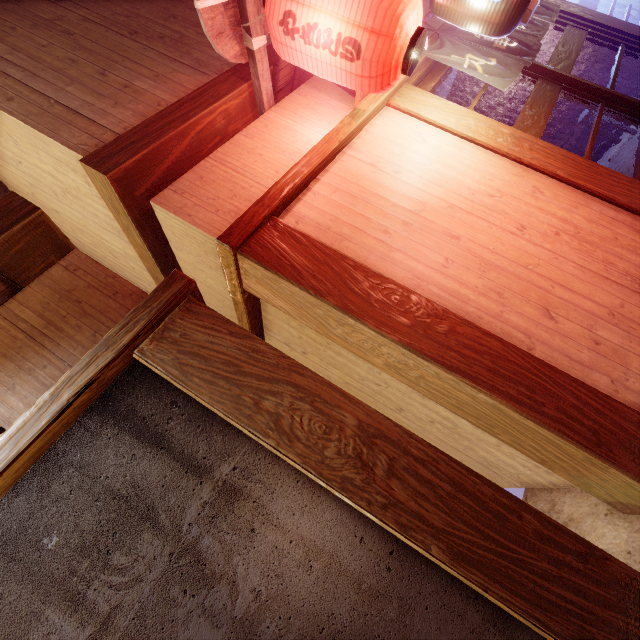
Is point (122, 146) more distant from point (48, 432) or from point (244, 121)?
point (48, 432)

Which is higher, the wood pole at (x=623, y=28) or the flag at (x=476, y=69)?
the flag at (x=476, y=69)

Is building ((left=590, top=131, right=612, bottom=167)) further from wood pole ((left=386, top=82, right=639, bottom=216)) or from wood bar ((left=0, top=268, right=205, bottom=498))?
wood bar ((left=0, top=268, right=205, bottom=498))

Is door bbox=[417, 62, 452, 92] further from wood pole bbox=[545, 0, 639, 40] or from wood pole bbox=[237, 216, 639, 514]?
wood pole bbox=[237, 216, 639, 514]

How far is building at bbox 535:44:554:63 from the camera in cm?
934

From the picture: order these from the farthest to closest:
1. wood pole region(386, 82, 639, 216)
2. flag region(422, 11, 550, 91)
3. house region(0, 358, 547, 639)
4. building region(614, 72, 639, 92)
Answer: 1. building region(614, 72, 639, 92)
2. flag region(422, 11, 550, 91)
3. wood pole region(386, 82, 639, 216)
4. house region(0, 358, 547, 639)

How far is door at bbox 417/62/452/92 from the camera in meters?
6.5

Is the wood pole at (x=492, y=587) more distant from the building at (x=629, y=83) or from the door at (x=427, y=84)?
the building at (x=629, y=83)
